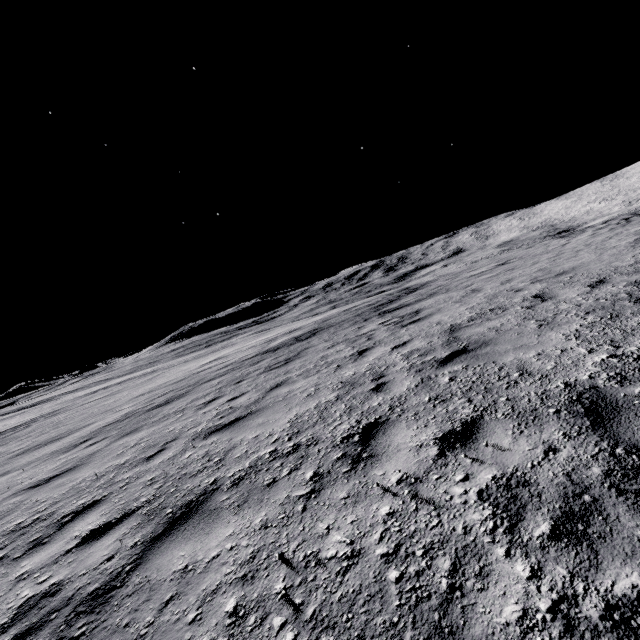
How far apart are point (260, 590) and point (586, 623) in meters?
1.8 m
